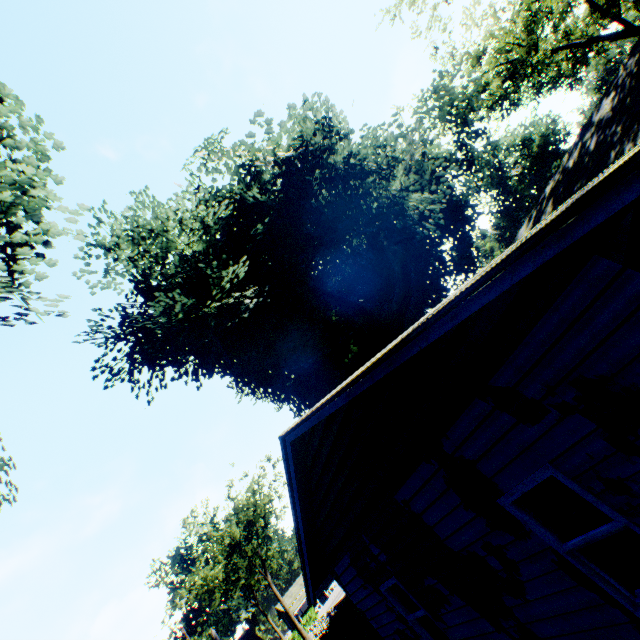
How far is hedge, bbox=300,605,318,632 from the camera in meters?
50.1

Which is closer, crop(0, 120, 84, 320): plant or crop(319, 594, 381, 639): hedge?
crop(0, 120, 84, 320): plant

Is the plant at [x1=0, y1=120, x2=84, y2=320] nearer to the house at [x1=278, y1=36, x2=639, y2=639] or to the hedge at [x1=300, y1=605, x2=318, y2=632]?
the house at [x1=278, y1=36, x2=639, y2=639]

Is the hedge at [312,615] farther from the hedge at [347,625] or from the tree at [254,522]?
the hedge at [347,625]

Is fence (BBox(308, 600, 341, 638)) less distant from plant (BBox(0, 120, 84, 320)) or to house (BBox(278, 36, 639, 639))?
plant (BBox(0, 120, 84, 320))

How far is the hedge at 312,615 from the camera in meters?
50.1 m

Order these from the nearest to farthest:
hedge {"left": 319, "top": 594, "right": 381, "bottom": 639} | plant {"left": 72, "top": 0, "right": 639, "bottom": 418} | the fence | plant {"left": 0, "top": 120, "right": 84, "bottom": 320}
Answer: plant {"left": 0, "top": 120, "right": 84, "bottom": 320}
hedge {"left": 319, "top": 594, "right": 381, "bottom": 639}
plant {"left": 72, "top": 0, "right": 639, "bottom": 418}
the fence

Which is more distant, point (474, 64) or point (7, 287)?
point (474, 64)
